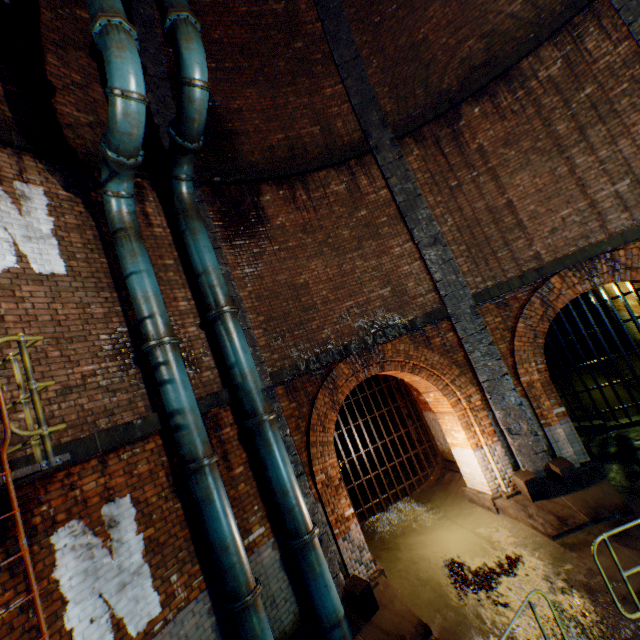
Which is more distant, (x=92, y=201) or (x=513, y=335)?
(x=513, y=335)

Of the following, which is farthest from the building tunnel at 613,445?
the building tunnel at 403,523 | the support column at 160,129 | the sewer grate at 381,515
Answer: the support column at 160,129

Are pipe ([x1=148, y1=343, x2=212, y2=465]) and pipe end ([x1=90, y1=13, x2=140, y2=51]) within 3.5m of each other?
no

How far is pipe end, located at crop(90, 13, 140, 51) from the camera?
4.2m

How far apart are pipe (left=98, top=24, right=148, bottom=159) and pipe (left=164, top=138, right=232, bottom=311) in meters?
0.6 m

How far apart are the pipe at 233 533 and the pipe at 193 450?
0.1 meters

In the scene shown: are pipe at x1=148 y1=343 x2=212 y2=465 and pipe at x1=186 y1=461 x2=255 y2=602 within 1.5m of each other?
yes

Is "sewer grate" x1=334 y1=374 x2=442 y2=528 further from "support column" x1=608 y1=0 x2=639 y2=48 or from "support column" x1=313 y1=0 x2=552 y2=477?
"support column" x1=608 y1=0 x2=639 y2=48
